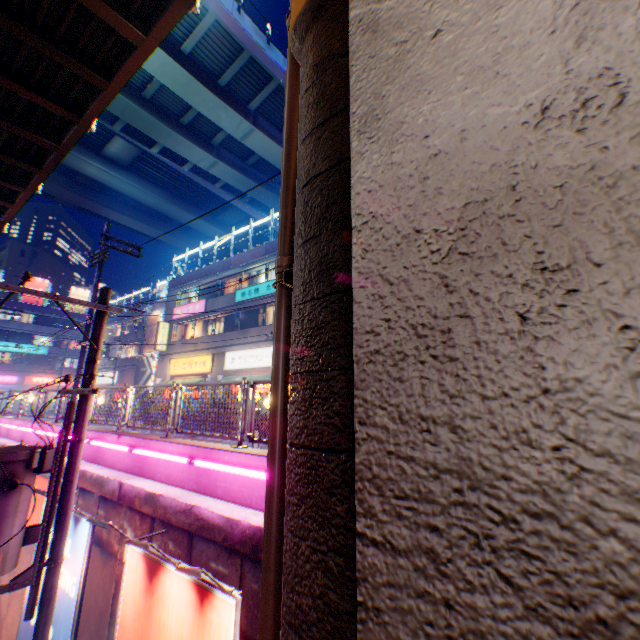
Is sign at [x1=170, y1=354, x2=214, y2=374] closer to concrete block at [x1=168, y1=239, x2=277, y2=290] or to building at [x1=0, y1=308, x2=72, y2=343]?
concrete block at [x1=168, y1=239, x2=277, y2=290]

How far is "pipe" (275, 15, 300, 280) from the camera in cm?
252

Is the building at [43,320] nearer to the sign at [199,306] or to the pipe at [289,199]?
the sign at [199,306]

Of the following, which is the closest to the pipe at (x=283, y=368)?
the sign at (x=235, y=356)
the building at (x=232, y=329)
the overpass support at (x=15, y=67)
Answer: the overpass support at (x=15, y=67)

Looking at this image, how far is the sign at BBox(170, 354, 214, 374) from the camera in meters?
24.1

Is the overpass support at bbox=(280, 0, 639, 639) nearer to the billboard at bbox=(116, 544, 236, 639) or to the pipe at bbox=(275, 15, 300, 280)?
the pipe at bbox=(275, 15, 300, 280)

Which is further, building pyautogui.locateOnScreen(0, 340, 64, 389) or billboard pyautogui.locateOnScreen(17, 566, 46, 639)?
building pyautogui.locateOnScreen(0, 340, 64, 389)

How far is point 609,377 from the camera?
0.7m
